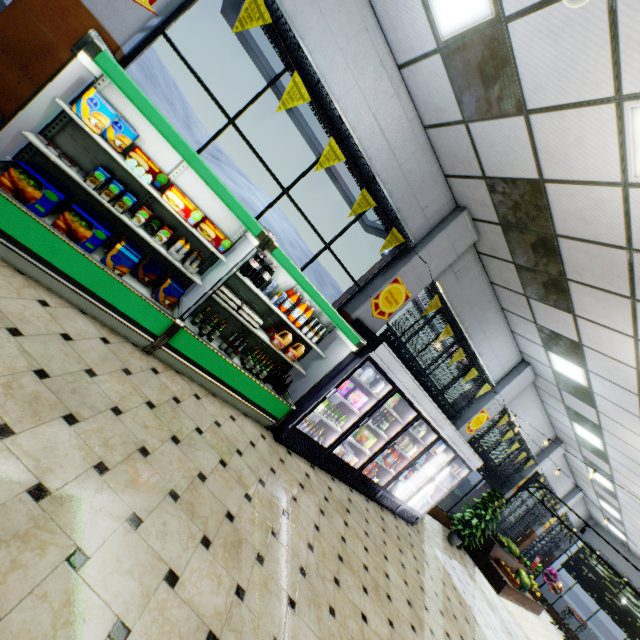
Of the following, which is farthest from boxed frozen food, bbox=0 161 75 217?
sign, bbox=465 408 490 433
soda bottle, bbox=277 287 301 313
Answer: sign, bbox=465 408 490 433

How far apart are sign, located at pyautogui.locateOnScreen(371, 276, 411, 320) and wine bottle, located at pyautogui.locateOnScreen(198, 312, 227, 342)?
2.52m

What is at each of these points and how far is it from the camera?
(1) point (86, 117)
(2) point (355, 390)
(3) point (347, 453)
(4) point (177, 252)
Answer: (1) boxed frozen food, 3.08m
(2) boxed frozen food, 5.44m
(3) boxed frozen food, 5.96m
(4) meat chub, 3.91m

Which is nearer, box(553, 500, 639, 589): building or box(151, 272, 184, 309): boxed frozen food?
box(151, 272, 184, 309): boxed frozen food

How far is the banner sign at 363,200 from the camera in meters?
4.8

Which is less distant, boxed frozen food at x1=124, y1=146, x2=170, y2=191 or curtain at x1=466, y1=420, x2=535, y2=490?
boxed frozen food at x1=124, y1=146, x2=170, y2=191

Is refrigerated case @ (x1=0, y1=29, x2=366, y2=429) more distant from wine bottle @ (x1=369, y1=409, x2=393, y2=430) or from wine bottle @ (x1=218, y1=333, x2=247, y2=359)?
wine bottle @ (x1=369, y1=409, x2=393, y2=430)

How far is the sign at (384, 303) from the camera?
5.7 meters
